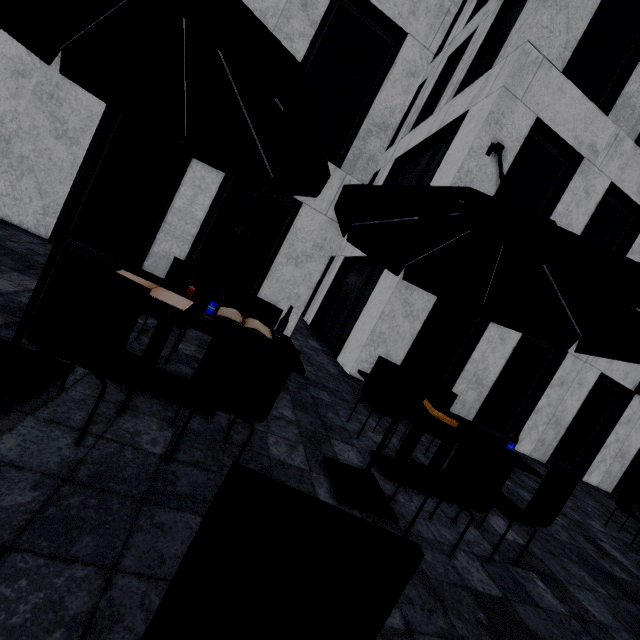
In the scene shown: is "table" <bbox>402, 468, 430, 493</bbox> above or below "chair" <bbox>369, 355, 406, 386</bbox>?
below

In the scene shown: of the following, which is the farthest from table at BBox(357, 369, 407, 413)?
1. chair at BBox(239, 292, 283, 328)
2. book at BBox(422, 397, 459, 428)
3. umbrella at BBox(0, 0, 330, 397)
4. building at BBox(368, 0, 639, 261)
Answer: building at BBox(368, 0, 639, 261)

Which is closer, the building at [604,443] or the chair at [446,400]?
the chair at [446,400]

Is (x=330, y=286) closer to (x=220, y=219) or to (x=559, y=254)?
(x=220, y=219)

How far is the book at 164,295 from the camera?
2.6m

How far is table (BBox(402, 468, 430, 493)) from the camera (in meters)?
3.63

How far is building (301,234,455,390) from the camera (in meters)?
7.30

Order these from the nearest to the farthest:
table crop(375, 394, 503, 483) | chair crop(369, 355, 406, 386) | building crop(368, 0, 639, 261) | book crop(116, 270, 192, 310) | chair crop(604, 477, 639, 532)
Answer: book crop(116, 270, 192, 310) → table crop(375, 394, 503, 483) → chair crop(369, 355, 406, 386) → chair crop(604, 477, 639, 532) → building crop(368, 0, 639, 261)
